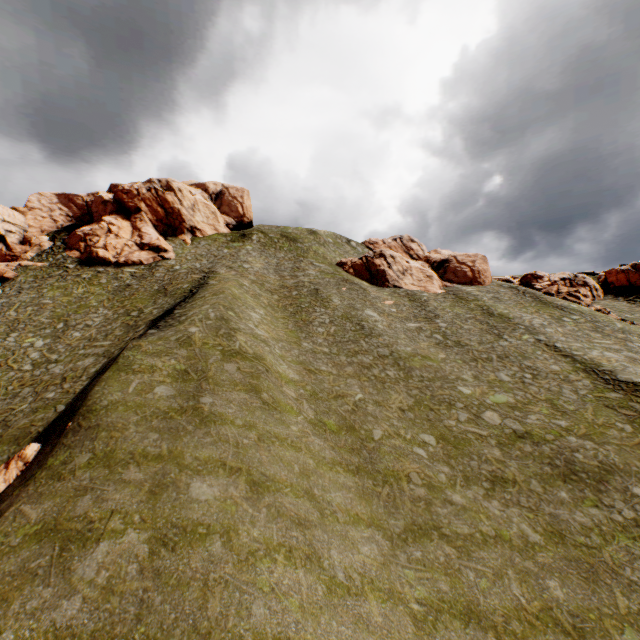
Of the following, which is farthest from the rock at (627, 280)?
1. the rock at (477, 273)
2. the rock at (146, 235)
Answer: the rock at (146, 235)

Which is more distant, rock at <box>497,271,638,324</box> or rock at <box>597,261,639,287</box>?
rock at <box>597,261,639,287</box>

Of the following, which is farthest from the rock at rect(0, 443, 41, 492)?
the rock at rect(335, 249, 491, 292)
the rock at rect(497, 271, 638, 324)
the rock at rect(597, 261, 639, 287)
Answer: the rock at rect(497, 271, 638, 324)

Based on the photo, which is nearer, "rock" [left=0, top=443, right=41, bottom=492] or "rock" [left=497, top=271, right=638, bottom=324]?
"rock" [left=0, top=443, right=41, bottom=492]

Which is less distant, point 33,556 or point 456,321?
point 33,556

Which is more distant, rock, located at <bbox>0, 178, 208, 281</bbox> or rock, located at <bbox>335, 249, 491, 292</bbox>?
rock, located at <bbox>335, 249, 491, 292</bbox>

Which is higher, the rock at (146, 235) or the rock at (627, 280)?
the rock at (146, 235)

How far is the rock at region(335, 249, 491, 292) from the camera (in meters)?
50.66
